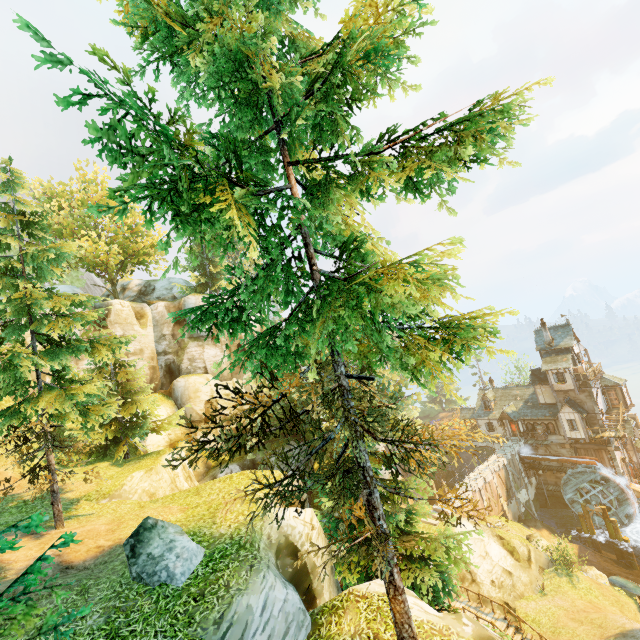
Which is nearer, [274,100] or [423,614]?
[274,100]

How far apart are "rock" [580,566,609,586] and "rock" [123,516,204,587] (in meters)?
34.59

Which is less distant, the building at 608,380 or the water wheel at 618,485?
the water wheel at 618,485

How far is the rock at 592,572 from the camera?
26.5 meters

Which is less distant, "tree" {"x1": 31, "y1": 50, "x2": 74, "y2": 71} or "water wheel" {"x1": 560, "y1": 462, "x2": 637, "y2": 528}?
"tree" {"x1": 31, "y1": 50, "x2": 74, "y2": 71}

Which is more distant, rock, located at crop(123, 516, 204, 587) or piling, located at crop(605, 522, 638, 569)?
piling, located at crop(605, 522, 638, 569)

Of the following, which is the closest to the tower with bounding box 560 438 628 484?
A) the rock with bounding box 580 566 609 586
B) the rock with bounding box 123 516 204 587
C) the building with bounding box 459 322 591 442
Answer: the building with bounding box 459 322 591 442

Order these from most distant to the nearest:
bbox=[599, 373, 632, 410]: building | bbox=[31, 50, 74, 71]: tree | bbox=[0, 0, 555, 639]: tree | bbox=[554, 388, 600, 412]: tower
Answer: bbox=[599, 373, 632, 410]: building < bbox=[554, 388, 600, 412]: tower < bbox=[0, 0, 555, 639]: tree < bbox=[31, 50, 74, 71]: tree
